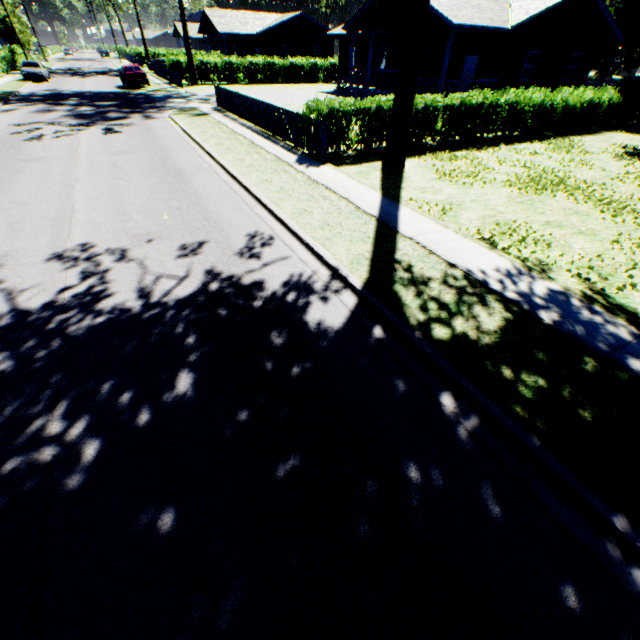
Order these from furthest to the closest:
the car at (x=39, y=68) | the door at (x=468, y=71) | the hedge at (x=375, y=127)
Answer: the car at (x=39, y=68)
the door at (x=468, y=71)
the hedge at (x=375, y=127)

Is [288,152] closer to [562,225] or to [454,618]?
[562,225]

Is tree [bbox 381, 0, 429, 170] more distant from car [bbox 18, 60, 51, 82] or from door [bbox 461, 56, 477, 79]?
car [bbox 18, 60, 51, 82]

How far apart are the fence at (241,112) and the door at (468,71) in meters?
16.1

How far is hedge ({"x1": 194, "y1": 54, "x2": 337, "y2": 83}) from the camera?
34.7 meters

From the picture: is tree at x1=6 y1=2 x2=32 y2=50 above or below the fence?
above

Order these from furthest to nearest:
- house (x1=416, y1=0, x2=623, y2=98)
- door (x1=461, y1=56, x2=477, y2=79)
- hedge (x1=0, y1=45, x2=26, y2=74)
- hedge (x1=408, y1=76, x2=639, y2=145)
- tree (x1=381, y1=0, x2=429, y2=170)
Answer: hedge (x1=0, y1=45, x2=26, y2=74) < door (x1=461, y1=56, x2=477, y2=79) < house (x1=416, y1=0, x2=623, y2=98) < hedge (x1=408, y1=76, x2=639, y2=145) < tree (x1=381, y1=0, x2=429, y2=170)

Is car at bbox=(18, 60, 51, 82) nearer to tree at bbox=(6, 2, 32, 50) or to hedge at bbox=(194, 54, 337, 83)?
hedge at bbox=(194, 54, 337, 83)
